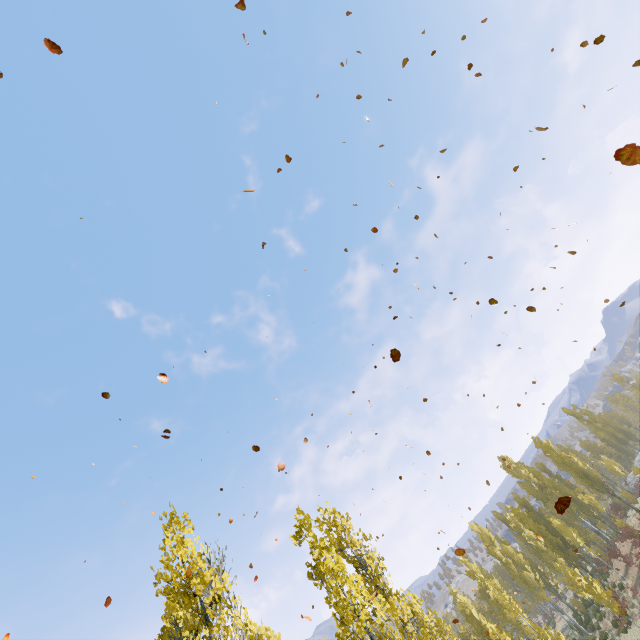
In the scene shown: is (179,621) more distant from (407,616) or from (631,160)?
(631,160)

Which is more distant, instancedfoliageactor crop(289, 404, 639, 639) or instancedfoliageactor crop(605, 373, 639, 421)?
instancedfoliageactor crop(605, 373, 639, 421)

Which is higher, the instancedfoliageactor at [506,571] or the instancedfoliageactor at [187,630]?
the instancedfoliageactor at [187,630]

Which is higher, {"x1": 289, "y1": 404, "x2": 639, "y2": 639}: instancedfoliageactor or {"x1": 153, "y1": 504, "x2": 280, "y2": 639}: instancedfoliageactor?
{"x1": 153, "y1": 504, "x2": 280, "y2": 639}: instancedfoliageactor

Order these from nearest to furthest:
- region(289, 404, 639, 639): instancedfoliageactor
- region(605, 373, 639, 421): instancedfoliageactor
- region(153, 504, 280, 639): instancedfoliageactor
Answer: region(153, 504, 280, 639): instancedfoliageactor → region(289, 404, 639, 639): instancedfoliageactor → region(605, 373, 639, 421): instancedfoliageactor
